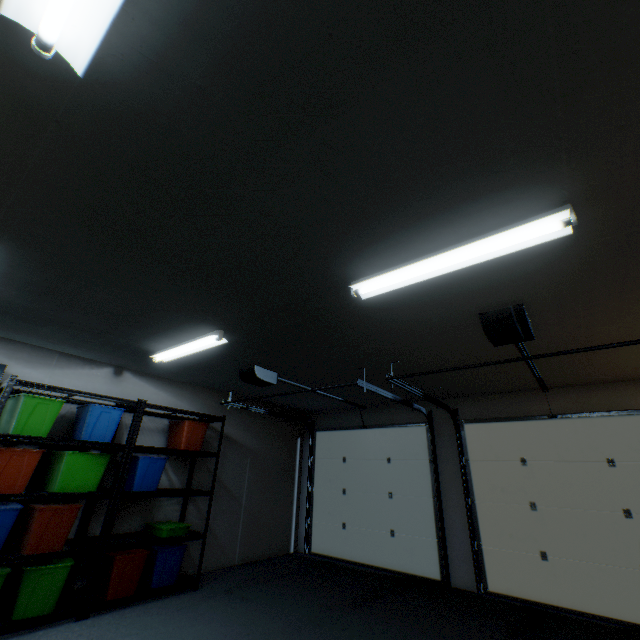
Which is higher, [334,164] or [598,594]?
[334,164]

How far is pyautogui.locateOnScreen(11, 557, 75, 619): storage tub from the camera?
2.7m

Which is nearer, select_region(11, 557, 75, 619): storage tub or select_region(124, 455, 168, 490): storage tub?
select_region(11, 557, 75, 619): storage tub

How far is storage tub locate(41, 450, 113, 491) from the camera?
3.11m

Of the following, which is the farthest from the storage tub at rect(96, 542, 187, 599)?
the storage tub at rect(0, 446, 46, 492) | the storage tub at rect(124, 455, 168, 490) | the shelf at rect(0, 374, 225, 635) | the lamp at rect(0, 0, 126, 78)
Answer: the lamp at rect(0, 0, 126, 78)

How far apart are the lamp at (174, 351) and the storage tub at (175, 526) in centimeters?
191cm

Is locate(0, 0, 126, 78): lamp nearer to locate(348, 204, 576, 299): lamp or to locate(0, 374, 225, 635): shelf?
locate(348, 204, 576, 299): lamp

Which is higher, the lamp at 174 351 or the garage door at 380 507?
the lamp at 174 351
